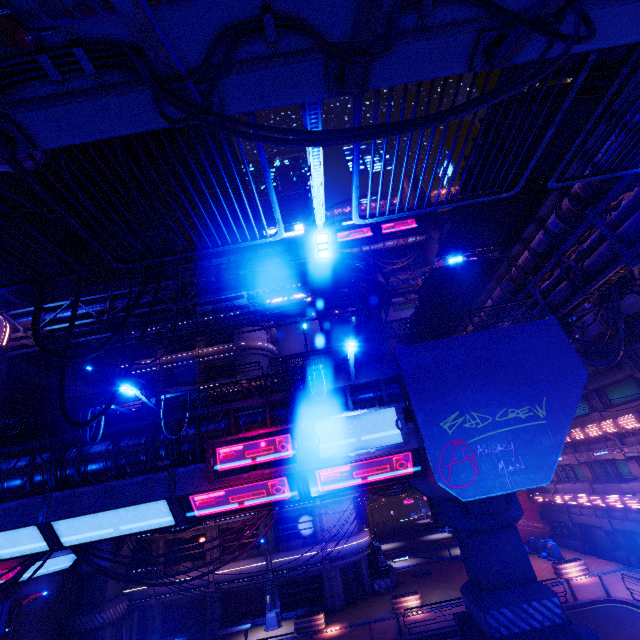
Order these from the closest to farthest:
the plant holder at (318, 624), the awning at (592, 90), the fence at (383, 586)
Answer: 1. the awning at (592, 90)
2. the plant holder at (318, 624)
3. the fence at (383, 586)

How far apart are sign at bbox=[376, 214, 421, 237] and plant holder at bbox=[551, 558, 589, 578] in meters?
44.5

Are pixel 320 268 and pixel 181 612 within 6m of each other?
no

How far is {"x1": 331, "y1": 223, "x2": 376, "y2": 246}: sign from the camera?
54.2 meters

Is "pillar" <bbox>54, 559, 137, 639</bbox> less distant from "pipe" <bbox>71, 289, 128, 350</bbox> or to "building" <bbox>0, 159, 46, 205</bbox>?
"pipe" <bbox>71, 289, 128, 350</bbox>

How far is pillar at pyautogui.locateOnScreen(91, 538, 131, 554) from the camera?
25.7m

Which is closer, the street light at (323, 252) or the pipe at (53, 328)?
the street light at (323, 252)

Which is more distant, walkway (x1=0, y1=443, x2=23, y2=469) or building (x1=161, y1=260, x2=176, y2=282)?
building (x1=161, y1=260, x2=176, y2=282)
